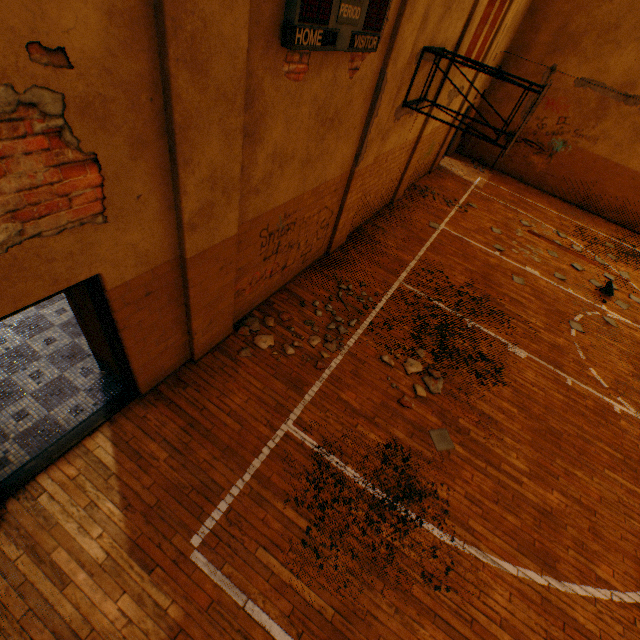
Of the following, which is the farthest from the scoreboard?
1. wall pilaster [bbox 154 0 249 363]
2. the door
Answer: the door

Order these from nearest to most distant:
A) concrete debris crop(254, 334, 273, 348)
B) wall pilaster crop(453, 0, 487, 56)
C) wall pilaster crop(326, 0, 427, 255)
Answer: wall pilaster crop(326, 0, 427, 255)
concrete debris crop(254, 334, 273, 348)
wall pilaster crop(453, 0, 487, 56)

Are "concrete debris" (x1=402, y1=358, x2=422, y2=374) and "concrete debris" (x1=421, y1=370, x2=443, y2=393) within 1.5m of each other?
yes

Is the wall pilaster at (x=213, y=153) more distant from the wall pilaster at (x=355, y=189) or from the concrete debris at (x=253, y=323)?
the wall pilaster at (x=355, y=189)

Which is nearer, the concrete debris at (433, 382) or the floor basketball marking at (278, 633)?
the floor basketball marking at (278, 633)

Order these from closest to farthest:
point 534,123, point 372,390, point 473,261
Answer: point 372,390
point 473,261
point 534,123

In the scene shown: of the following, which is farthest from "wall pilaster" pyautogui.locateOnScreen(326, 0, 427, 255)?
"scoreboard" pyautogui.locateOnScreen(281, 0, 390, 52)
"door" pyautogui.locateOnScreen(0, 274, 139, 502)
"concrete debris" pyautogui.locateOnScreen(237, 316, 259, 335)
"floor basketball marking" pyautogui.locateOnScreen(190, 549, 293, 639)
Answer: "door" pyautogui.locateOnScreen(0, 274, 139, 502)

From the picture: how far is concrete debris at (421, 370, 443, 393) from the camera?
5.54m
